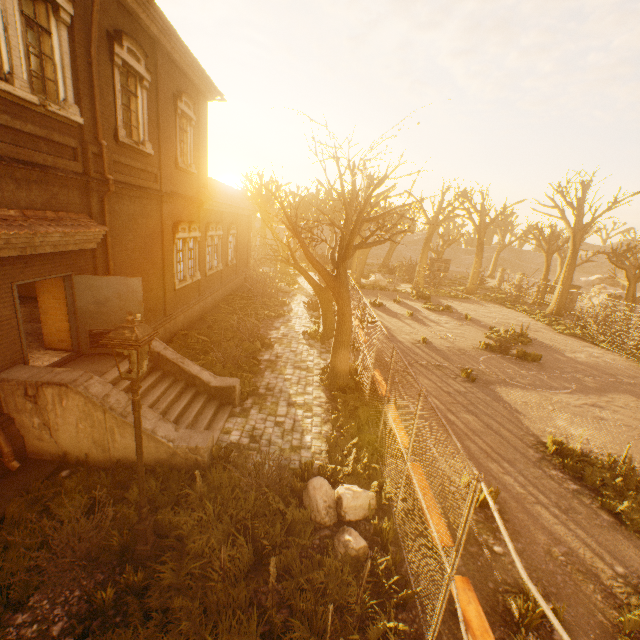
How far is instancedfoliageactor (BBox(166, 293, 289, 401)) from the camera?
10.8m

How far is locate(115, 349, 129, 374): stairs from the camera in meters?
8.0 m

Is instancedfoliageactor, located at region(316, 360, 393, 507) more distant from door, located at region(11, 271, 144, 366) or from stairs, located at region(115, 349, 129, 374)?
door, located at region(11, 271, 144, 366)

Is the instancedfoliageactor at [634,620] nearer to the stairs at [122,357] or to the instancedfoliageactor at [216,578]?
the instancedfoliageactor at [216,578]

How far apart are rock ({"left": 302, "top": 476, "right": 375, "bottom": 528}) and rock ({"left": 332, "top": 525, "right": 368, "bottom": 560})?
0.1m

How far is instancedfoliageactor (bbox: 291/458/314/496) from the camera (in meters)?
6.55

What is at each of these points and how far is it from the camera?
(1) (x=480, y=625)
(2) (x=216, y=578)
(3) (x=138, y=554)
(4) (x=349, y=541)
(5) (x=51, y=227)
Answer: (1) bench, 4.3m
(2) instancedfoliageactor, 4.6m
(3) street light, 4.9m
(4) rock, 5.5m
(5) awning, 6.7m

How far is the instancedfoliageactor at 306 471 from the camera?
6.6 meters
